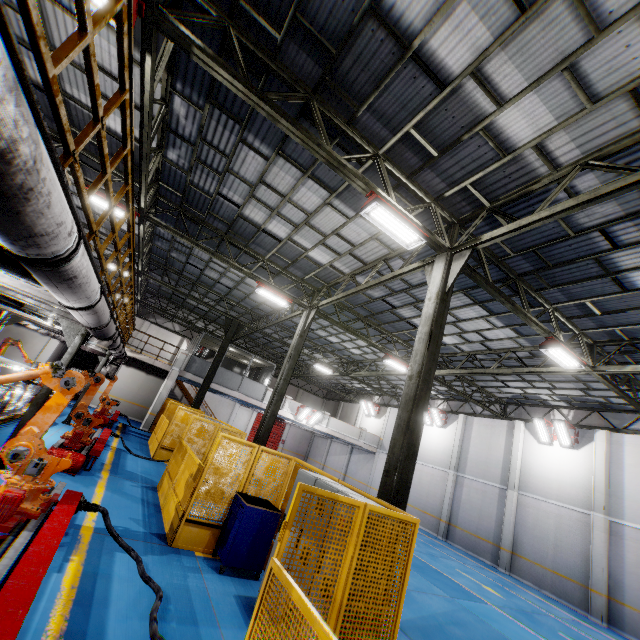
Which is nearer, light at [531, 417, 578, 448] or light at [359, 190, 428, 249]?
light at [359, 190, 428, 249]

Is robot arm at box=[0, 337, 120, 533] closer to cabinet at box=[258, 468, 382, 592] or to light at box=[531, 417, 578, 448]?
cabinet at box=[258, 468, 382, 592]

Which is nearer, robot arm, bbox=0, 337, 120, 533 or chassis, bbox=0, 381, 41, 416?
robot arm, bbox=0, 337, 120, 533

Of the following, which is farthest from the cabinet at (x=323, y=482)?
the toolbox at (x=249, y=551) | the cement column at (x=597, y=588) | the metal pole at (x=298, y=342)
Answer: the cement column at (x=597, y=588)

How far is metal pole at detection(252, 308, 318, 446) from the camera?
12.6 meters

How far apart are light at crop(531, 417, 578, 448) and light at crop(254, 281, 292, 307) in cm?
1525

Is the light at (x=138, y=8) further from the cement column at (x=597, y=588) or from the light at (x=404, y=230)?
the cement column at (x=597, y=588)

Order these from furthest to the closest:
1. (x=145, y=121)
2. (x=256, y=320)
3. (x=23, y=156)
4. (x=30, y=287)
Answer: (x=256, y=320), (x=145, y=121), (x=30, y=287), (x=23, y=156)
